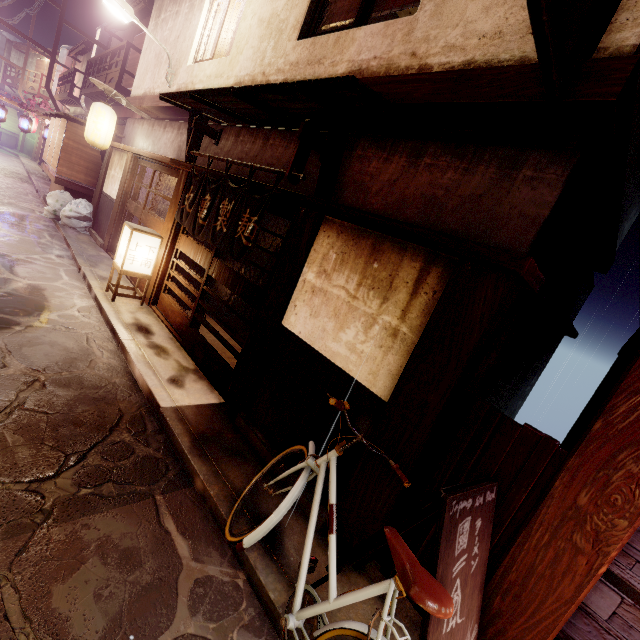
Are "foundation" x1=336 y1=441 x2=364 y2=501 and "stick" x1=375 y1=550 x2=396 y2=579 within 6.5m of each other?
yes

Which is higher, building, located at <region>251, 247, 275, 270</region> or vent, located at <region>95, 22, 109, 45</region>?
vent, located at <region>95, 22, 109, 45</region>

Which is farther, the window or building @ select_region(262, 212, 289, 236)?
building @ select_region(262, 212, 289, 236)

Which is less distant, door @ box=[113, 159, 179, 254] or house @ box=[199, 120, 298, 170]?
house @ box=[199, 120, 298, 170]

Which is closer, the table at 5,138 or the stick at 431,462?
the stick at 431,462

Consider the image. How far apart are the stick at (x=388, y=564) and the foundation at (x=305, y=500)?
0.9m

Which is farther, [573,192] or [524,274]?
[573,192]

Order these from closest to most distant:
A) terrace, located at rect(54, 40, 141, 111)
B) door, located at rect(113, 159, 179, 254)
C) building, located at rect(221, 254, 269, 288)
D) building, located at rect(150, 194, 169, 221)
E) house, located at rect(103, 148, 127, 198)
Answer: door, located at rect(113, 159, 179, 254) → building, located at rect(221, 254, 269, 288) → house, located at rect(103, 148, 127, 198) → building, located at rect(150, 194, 169, 221) → terrace, located at rect(54, 40, 141, 111)
